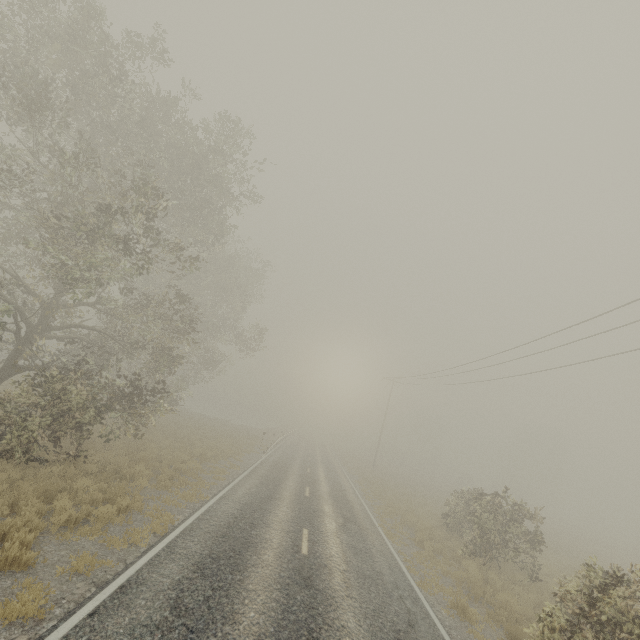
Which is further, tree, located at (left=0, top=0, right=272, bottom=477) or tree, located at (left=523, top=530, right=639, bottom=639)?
tree, located at (left=0, top=0, right=272, bottom=477)

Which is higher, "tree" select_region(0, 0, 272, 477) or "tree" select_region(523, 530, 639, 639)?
"tree" select_region(0, 0, 272, 477)

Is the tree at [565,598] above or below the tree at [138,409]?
below

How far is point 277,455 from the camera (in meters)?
28.09

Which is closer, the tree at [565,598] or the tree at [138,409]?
the tree at [565,598]
